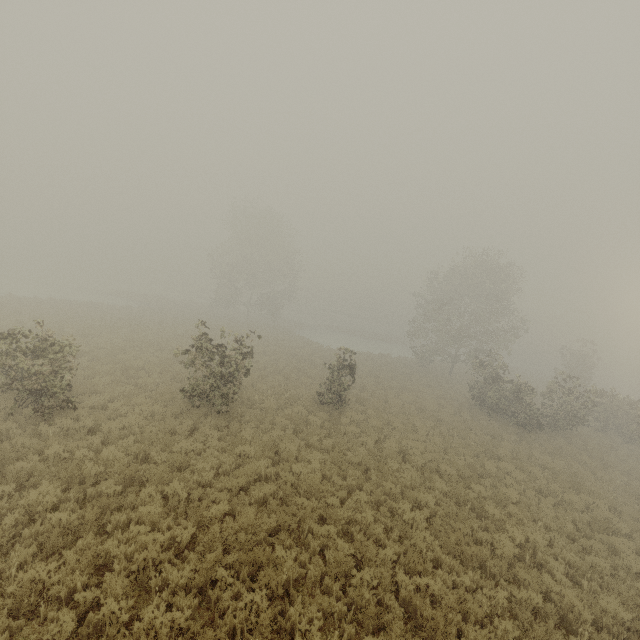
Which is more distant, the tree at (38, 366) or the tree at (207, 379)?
the tree at (207, 379)

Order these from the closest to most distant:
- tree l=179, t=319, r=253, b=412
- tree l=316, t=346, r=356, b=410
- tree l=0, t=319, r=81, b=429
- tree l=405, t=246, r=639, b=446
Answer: tree l=0, t=319, r=81, b=429 → tree l=179, t=319, r=253, b=412 → tree l=316, t=346, r=356, b=410 → tree l=405, t=246, r=639, b=446

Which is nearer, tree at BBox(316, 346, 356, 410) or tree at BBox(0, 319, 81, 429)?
tree at BBox(0, 319, 81, 429)

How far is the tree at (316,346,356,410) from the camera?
17.0m

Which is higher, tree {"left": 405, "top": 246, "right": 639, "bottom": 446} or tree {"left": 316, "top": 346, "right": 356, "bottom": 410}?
tree {"left": 405, "top": 246, "right": 639, "bottom": 446}

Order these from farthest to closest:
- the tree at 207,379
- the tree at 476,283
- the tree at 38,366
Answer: the tree at 476,283
the tree at 207,379
the tree at 38,366

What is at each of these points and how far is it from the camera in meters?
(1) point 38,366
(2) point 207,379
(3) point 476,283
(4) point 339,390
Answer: (1) tree, 10.2 m
(2) tree, 13.2 m
(3) tree, 31.7 m
(4) tree, 17.3 m
